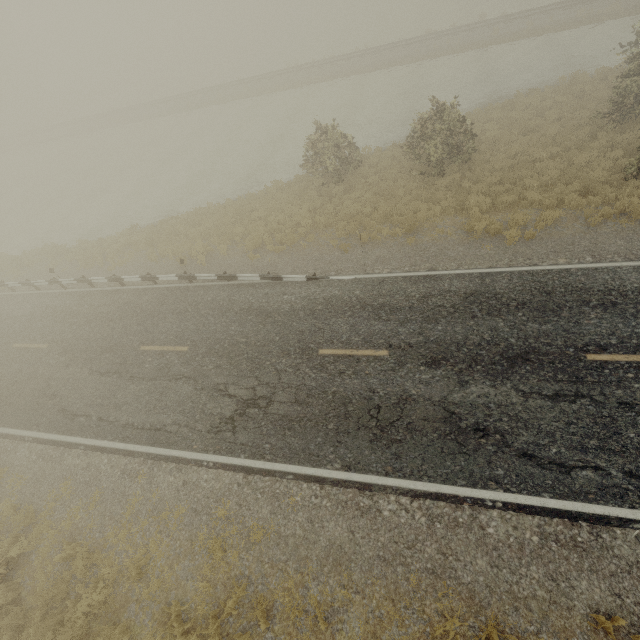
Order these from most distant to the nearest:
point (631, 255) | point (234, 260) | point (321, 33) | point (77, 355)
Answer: point (321, 33) < point (234, 260) < point (77, 355) < point (631, 255)
